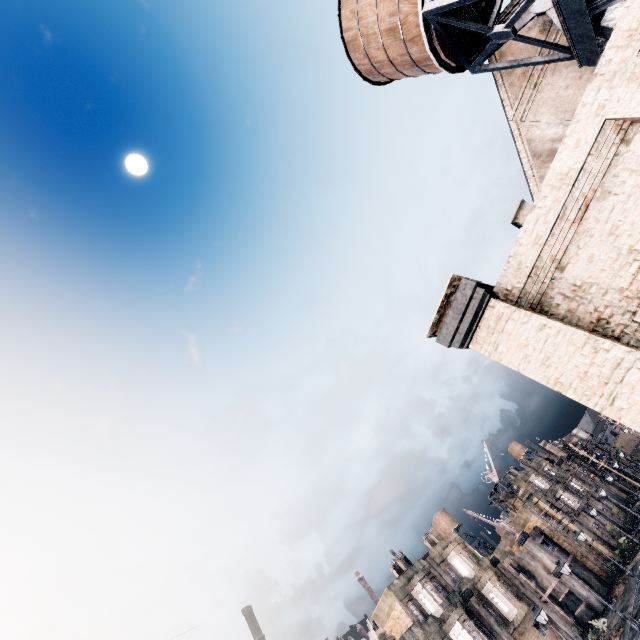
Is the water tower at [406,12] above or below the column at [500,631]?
above

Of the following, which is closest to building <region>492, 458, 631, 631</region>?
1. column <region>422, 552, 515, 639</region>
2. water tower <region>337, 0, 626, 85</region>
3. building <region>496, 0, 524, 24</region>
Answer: column <region>422, 552, 515, 639</region>

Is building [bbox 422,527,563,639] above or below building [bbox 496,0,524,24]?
below

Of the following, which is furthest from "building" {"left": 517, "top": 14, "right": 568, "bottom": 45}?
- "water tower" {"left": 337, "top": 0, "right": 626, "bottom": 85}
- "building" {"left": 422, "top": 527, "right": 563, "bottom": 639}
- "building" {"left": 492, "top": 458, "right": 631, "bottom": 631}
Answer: "building" {"left": 492, "top": 458, "right": 631, "bottom": 631}

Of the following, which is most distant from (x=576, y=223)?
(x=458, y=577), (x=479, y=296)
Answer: (x=458, y=577)

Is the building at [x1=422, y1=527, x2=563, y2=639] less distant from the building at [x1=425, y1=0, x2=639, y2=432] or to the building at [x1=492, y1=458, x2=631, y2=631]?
the building at [x1=492, y1=458, x2=631, y2=631]

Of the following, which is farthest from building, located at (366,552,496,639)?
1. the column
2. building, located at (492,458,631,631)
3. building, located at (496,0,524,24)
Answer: building, located at (496,0,524,24)

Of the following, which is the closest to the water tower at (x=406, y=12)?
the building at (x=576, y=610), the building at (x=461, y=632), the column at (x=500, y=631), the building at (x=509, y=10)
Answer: the building at (x=509, y=10)
